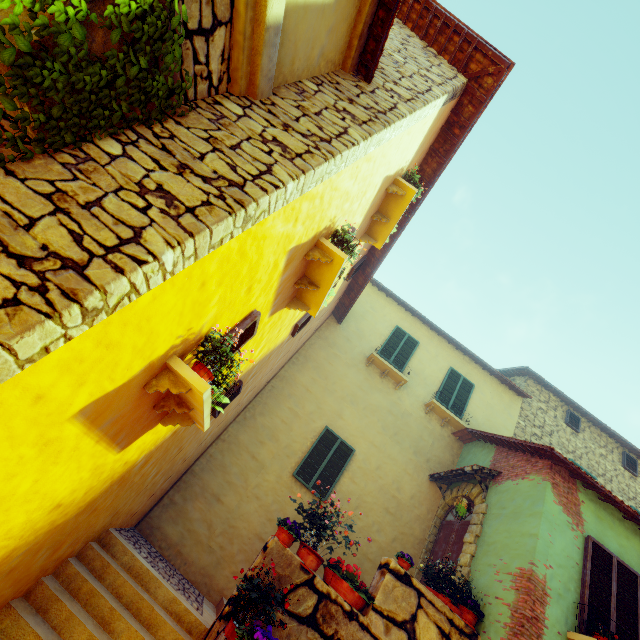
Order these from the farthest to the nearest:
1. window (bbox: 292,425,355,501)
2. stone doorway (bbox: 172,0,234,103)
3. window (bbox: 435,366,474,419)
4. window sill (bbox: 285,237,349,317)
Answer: window (bbox: 435,366,474,419)
window (bbox: 292,425,355,501)
window sill (bbox: 285,237,349,317)
stone doorway (bbox: 172,0,234,103)

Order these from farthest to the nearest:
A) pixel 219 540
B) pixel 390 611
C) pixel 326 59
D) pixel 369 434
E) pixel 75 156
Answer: pixel 369 434 → pixel 219 540 → pixel 390 611 → pixel 326 59 → pixel 75 156

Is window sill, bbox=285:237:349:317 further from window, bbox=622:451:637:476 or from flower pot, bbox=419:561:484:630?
window, bbox=622:451:637:476

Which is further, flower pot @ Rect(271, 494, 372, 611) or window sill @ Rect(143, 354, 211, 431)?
flower pot @ Rect(271, 494, 372, 611)

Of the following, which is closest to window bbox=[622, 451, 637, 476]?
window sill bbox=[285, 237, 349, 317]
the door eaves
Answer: the door eaves

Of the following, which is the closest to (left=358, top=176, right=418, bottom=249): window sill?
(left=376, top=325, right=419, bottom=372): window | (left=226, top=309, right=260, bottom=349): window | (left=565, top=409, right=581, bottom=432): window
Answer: (left=226, top=309, right=260, bottom=349): window

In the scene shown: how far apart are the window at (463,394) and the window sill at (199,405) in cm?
893

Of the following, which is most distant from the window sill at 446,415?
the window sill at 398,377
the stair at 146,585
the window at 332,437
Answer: the stair at 146,585
